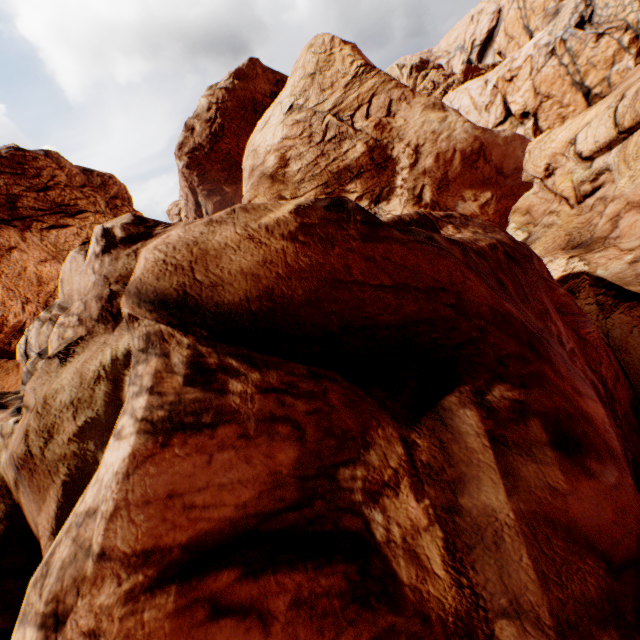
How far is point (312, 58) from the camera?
33.31m
